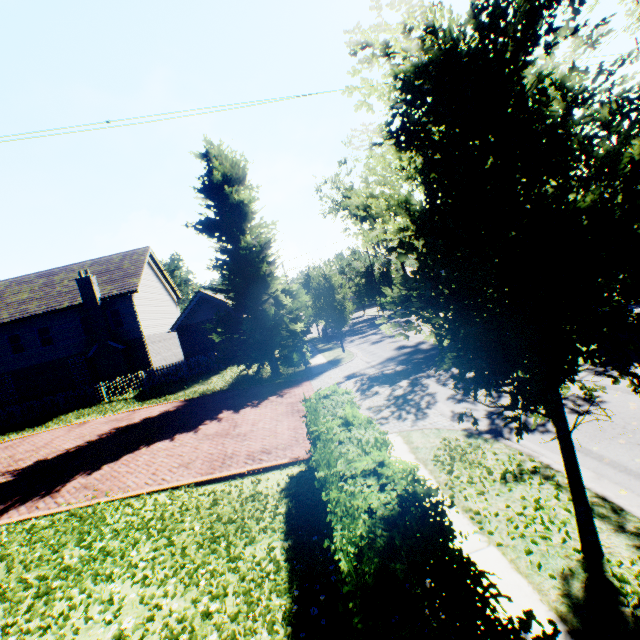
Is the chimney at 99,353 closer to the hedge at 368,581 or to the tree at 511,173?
the tree at 511,173

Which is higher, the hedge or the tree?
the tree

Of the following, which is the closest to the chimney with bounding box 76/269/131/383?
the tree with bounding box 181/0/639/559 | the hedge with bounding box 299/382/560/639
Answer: the tree with bounding box 181/0/639/559

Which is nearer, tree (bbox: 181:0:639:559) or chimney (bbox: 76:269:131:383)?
tree (bbox: 181:0:639:559)

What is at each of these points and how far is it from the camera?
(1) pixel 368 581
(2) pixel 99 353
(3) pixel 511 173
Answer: (1) hedge, 2.8m
(2) chimney, 23.2m
(3) tree, 3.7m

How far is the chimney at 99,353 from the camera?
23.0 meters

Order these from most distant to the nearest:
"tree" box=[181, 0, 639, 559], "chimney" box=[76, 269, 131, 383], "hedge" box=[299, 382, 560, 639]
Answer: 1. "chimney" box=[76, 269, 131, 383]
2. "tree" box=[181, 0, 639, 559]
3. "hedge" box=[299, 382, 560, 639]
